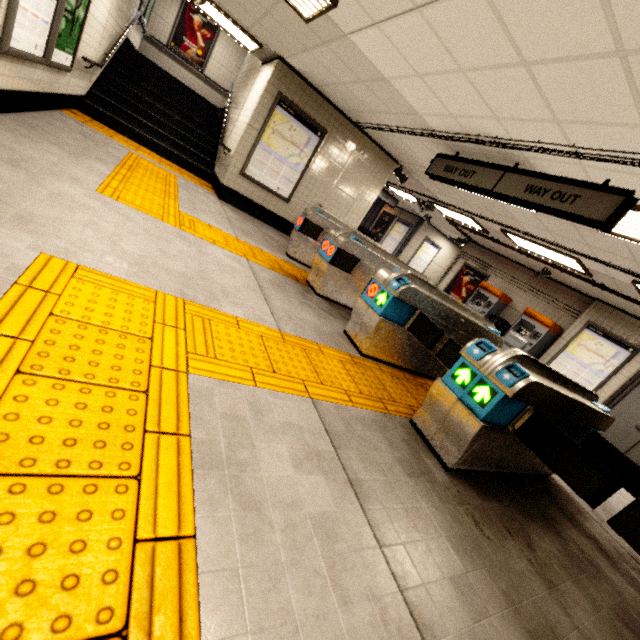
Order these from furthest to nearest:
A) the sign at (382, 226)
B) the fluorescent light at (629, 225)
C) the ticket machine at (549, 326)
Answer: the sign at (382, 226), the ticket machine at (549, 326), the fluorescent light at (629, 225)

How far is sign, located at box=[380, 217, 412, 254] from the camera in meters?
15.7

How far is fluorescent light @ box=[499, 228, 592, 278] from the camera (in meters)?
6.77

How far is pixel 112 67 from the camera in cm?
780

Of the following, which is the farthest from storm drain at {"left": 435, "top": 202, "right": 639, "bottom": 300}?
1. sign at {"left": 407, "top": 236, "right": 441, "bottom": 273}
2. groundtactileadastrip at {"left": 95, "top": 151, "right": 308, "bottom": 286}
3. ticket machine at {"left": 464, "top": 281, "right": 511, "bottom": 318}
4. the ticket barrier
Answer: groundtactileadastrip at {"left": 95, "top": 151, "right": 308, "bottom": 286}

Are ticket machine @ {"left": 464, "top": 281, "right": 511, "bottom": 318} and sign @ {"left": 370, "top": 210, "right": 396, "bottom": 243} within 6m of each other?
no

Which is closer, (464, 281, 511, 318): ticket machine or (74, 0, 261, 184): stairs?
(74, 0, 261, 184): stairs

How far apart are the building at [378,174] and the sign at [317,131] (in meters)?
1.52
